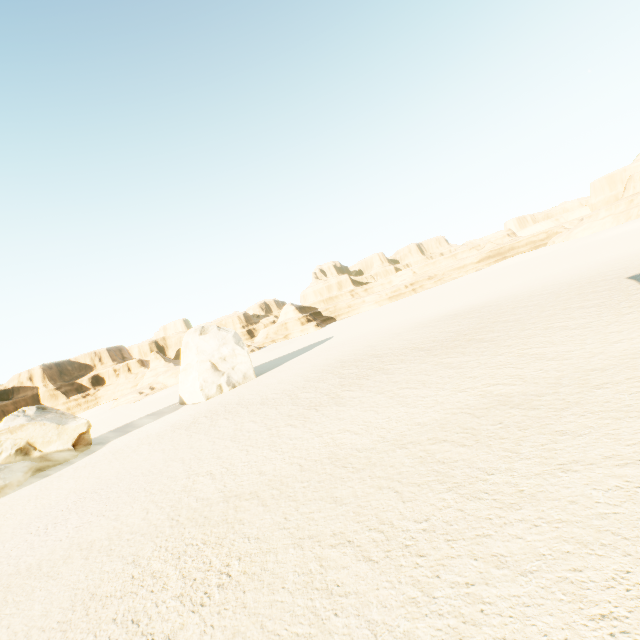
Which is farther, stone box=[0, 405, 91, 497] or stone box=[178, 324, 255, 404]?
stone box=[178, 324, 255, 404]

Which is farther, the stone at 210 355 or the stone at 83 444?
the stone at 210 355

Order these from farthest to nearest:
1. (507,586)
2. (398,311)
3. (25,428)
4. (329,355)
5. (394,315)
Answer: (398,311)
(394,315)
(329,355)
(25,428)
(507,586)

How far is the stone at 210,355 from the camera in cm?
3077

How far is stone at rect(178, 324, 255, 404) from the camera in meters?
30.8 m
